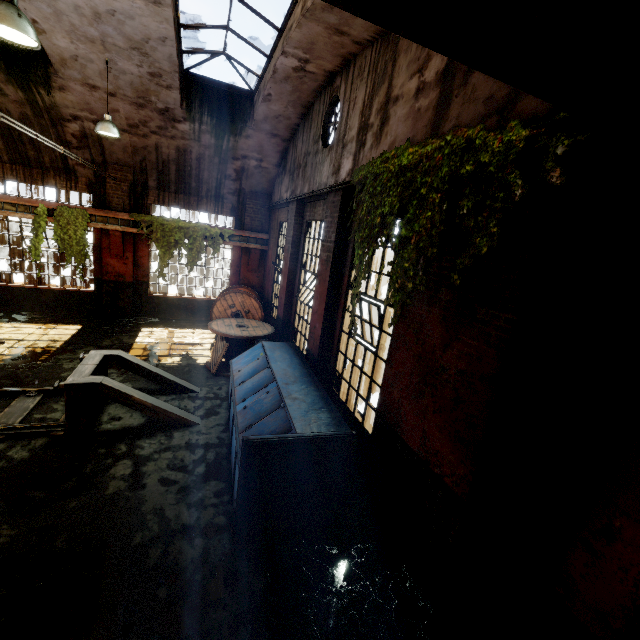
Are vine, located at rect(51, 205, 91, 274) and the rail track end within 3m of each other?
no

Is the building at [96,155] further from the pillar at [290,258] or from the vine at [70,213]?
the pillar at [290,258]

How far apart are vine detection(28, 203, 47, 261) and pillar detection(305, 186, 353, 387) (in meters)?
9.63

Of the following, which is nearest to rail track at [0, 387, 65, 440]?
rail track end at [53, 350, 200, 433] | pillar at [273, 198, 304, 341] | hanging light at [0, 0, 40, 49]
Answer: rail track end at [53, 350, 200, 433]

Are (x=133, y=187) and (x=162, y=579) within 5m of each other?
no

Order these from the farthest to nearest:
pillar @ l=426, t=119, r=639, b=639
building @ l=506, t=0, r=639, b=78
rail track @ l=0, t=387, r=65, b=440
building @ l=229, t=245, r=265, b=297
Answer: building @ l=229, t=245, r=265, b=297 → rail track @ l=0, t=387, r=65, b=440 → pillar @ l=426, t=119, r=639, b=639 → building @ l=506, t=0, r=639, b=78

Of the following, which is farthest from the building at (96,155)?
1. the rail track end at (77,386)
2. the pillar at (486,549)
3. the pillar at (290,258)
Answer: the rail track end at (77,386)

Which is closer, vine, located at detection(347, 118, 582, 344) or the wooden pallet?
vine, located at detection(347, 118, 582, 344)
